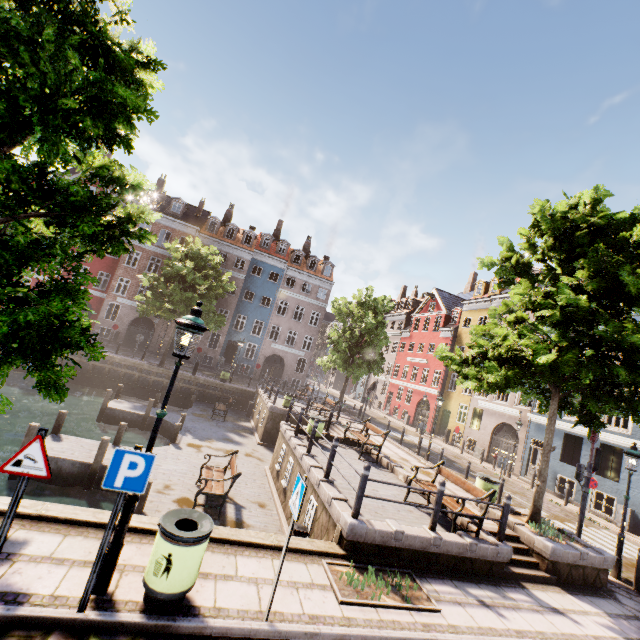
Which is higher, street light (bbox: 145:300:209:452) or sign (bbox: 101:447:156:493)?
street light (bbox: 145:300:209:452)

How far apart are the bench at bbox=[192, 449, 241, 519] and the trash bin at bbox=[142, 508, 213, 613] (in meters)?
4.95

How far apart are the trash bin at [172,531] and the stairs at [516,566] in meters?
7.1 m

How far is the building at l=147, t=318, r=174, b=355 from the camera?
32.5 meters

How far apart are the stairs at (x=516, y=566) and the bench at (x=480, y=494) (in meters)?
0.59

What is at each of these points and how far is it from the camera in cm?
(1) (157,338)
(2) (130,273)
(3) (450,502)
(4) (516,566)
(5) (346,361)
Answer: (1) building, 3262
(2) building, 3222
(3) bench, 853
(4) stairs, 806
(5) tree, 2662

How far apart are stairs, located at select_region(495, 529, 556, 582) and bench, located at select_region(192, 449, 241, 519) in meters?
6.8 m

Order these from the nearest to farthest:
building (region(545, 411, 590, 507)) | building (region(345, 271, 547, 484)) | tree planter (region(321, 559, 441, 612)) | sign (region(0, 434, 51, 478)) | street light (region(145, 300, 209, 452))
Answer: sign (region(0, 434, 51, 478))
street light (region(145, 300, 209, 452))
tree planter (region(321, 559, 441, 612))
building (region(545, 411, 590, 507))
building (region(345, 271, 547, 484))
